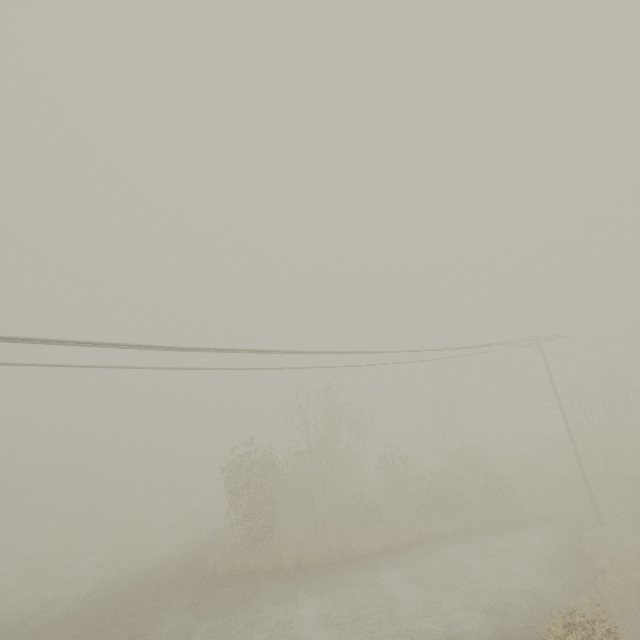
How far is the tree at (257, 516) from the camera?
21.0m

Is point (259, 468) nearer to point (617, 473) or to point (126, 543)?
point (126, 543)

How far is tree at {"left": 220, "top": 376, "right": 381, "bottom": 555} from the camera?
20.95m
